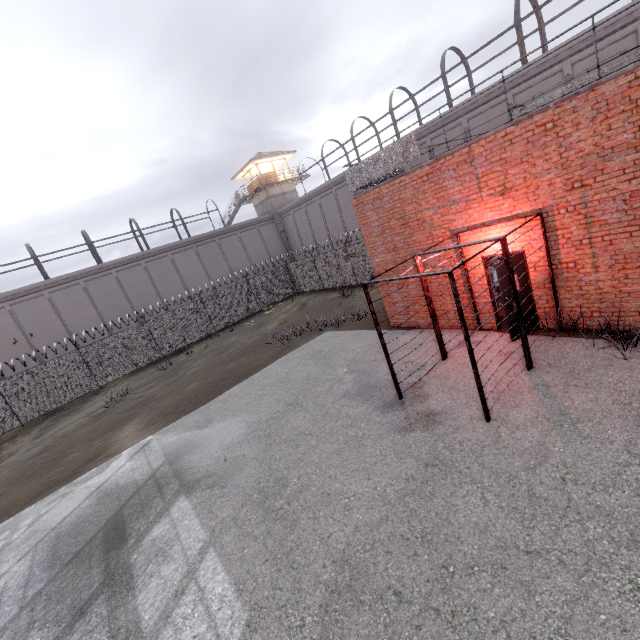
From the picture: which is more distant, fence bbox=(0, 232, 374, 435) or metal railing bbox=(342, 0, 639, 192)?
fence bbox=(0, 232, 374, 435)

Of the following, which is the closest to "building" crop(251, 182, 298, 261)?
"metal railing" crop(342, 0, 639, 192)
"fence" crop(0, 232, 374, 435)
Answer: "fence" crop(0, 232, 374, 435)

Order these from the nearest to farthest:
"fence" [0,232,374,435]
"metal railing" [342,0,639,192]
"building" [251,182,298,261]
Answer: "metal railing" [342,0,639,192], "fence" [0,232,374,435], "building" [251,182,298,261]

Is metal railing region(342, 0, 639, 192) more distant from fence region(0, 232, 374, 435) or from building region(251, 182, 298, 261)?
building region(251, 182, 298, 261)

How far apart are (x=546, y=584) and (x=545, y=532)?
0.6m

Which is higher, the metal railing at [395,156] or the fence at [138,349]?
the metal railing at [395,156]

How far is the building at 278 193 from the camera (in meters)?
36.59

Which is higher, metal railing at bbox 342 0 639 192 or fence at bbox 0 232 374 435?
→ metal railing at bbox 342 0 639 192
